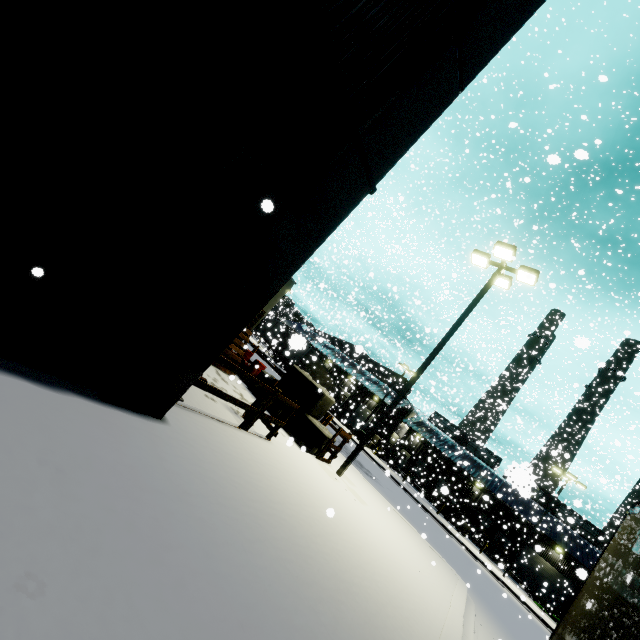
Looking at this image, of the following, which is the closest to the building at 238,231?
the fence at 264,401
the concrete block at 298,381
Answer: the fence at 264,401

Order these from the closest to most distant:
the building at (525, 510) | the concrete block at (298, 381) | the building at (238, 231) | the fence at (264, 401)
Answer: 1. the building at (238, 231)
2. the fence at (264, 401)
3. the concrete block at (298, 381)
4. the building at (525, 510)

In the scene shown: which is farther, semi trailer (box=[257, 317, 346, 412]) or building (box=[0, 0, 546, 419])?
semi trailer (box=[257, 317, 346, 412])

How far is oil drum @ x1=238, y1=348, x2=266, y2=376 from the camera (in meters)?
13.33

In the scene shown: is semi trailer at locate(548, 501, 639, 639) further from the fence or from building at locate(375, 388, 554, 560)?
the fence

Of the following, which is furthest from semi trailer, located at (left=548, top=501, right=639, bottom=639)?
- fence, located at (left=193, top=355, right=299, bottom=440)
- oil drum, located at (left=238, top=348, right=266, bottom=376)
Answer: oil drum, located at (left=238, top=348, right=266, bottom=376)

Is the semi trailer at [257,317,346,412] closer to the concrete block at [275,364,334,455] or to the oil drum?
the concrete block at [275,364,334,455]

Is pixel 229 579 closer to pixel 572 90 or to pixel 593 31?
pixel 593 31
